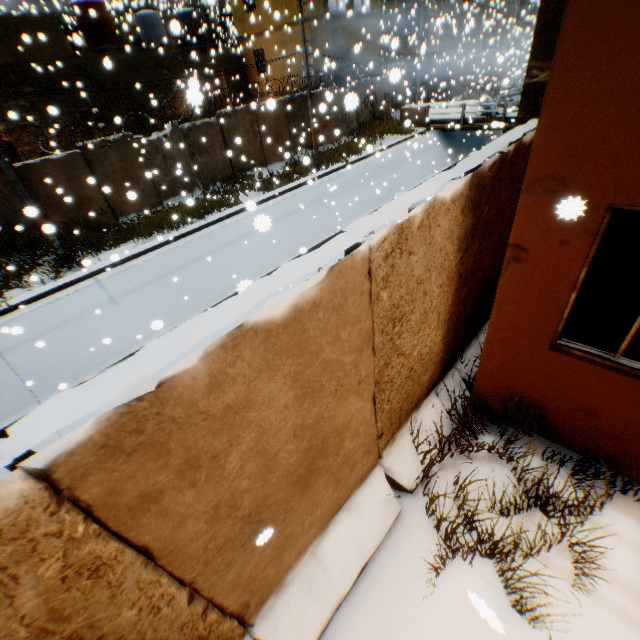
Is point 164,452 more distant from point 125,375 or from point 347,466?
point 347,466

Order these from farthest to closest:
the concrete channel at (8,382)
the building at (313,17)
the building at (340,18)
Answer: the building at (340,18)
the building at (313,17)
the concrete channel at (8,382)

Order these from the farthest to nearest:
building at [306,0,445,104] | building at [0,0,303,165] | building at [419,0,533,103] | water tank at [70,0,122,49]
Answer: building at [419,0,533,103]
building at [306,0,445,104]
water tank at [70,0,122,49]
building at [0,0,303,165]

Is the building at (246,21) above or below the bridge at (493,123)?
above

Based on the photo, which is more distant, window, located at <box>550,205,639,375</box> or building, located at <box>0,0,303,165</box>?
building, located at <box>0,0,303,165</box>

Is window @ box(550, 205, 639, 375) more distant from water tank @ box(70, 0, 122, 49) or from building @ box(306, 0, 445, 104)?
water tank @ box(70, 0, 122, 49)

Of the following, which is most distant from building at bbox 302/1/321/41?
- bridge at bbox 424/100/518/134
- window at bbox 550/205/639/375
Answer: bridge at bbox 424/100/518/134

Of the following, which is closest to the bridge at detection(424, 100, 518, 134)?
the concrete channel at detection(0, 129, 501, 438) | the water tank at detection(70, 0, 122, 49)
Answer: the concrete channel at detection(0, 129, 501, 438)
